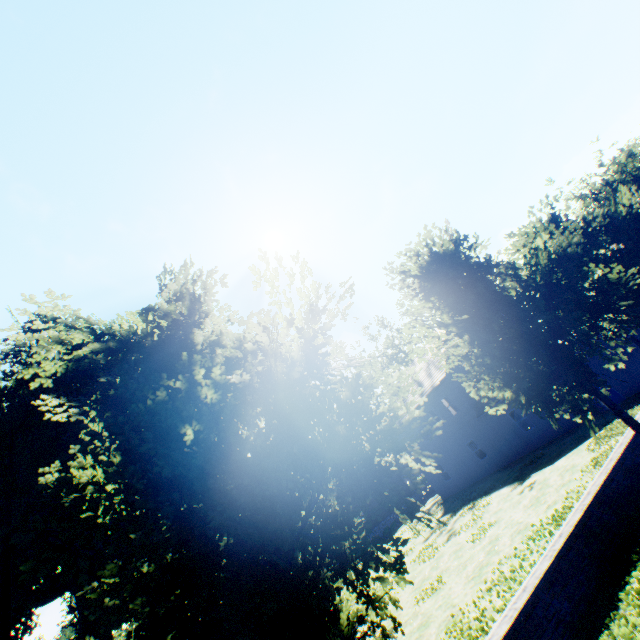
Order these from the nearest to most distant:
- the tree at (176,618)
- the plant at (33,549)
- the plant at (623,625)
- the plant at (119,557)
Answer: the tree at (176,618) → the plant at (623,625) → the plant at (33,549) → the plant at (119,557)

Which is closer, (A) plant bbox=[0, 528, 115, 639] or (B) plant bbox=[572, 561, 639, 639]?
(B) plant bbox=[572, 561, 639, 639]

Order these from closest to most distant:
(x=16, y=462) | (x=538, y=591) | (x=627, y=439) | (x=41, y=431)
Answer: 1. (x=538, y=591)
2. (x=627, y=439)
3. (x=41, y=431)
4. (x=16, y=462)

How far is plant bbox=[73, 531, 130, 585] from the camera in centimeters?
1759cm

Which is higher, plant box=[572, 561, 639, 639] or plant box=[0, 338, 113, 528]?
plant box=[0, 338, 113, 528]

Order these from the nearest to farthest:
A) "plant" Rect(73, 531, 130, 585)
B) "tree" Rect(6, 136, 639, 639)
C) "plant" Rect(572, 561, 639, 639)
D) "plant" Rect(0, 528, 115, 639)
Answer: "tree" Rect(6, 136, 639, 639) < "plant" Rect(572, 561, 639, 639) < "plant" Rect(0, 528, 115, 639) < "plant" Rect(73, 531, 130, 585)

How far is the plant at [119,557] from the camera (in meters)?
17.59

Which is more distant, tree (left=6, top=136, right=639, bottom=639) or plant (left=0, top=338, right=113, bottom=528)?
plant (left=0, top=338, right=113, bottom=528)
